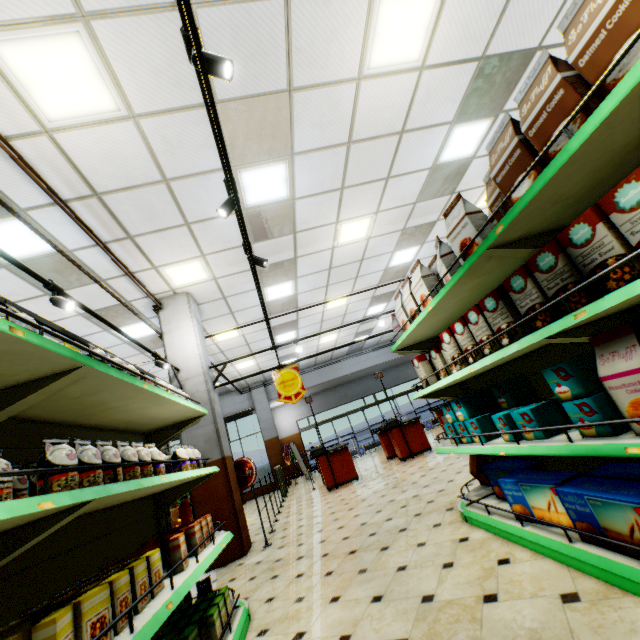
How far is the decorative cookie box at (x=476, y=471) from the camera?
3.6m

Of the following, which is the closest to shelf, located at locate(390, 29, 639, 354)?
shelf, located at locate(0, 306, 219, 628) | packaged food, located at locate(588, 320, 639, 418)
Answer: packaged food, located at locate(588, 320, 639, 418)

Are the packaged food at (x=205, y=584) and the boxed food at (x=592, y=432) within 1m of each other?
no

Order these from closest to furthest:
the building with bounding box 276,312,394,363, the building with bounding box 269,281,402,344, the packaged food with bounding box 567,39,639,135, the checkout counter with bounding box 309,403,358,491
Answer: the packaged food with bounding box 567,39,639,135 < the checkout counter with bounding box 309,403,358,491 < the building with bounding box 269,281,402,344 < the building with bounding box 276,312,394,363

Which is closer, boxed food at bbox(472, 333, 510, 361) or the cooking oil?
boxed food at bbox(472, 333, 510, 361)

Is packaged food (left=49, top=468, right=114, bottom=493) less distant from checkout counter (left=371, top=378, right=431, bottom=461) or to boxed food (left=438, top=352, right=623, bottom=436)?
boxed food (left=438, top=352, right=623, bottom=436)

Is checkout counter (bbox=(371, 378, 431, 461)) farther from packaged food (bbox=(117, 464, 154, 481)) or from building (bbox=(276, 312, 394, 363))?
packaged food (bbox=(117, 464, 154, 481))

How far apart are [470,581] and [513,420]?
1.16m
